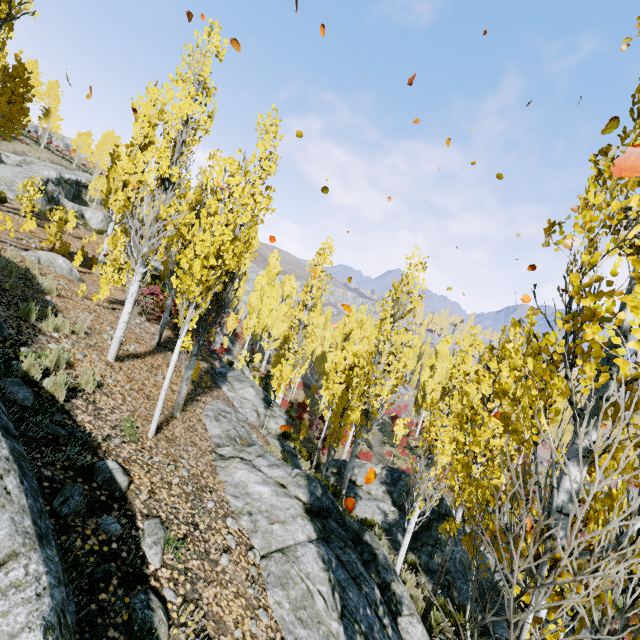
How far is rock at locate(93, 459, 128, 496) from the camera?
4.17m

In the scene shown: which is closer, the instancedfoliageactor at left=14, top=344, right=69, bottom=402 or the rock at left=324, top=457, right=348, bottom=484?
the instancedfoliageactor at left=14, top=344, right=69, bottom=402

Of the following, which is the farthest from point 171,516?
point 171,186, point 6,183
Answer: point 6,183

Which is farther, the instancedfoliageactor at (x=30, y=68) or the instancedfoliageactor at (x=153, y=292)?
the instancedfoliageactor at (x=30, y=68)

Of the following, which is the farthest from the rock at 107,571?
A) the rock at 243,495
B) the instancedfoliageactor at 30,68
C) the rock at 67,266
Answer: the rock at 67,266

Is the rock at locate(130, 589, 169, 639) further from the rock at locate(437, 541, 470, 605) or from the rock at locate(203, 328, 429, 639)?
the rock at locate(437, 541, 470, 605)

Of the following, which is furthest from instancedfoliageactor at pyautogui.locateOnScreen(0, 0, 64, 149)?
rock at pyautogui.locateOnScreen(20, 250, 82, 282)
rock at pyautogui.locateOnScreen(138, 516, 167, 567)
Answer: rock at pyautogui.locateOnScreen(20, 250, 82, 282)

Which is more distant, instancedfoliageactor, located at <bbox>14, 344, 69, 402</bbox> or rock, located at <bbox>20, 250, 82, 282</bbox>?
rock, located at <bbox>20, 250, 82, 282</bbox>
